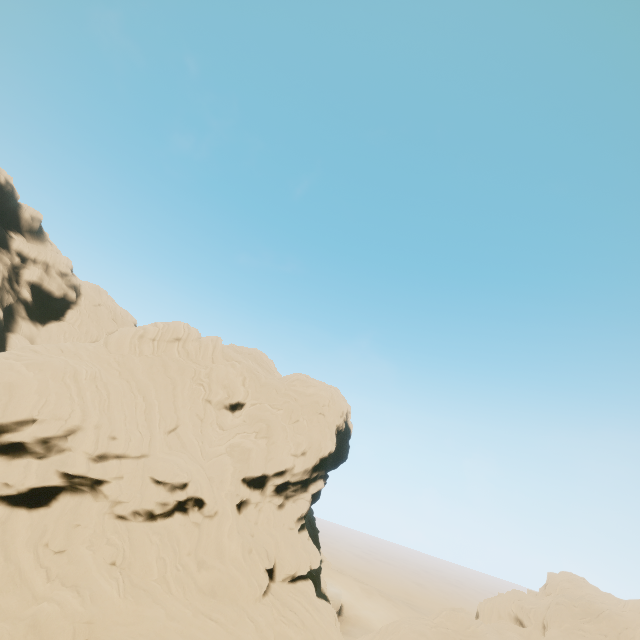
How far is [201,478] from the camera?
30.9m
